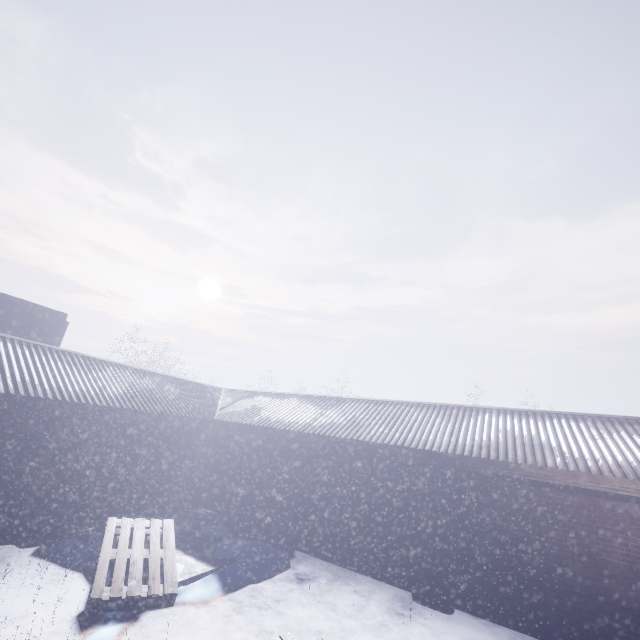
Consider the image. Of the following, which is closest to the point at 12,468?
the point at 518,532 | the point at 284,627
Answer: the point at 284,627

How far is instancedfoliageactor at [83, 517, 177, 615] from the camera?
3.9 meters

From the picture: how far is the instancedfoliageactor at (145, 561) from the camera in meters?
3.9 m
